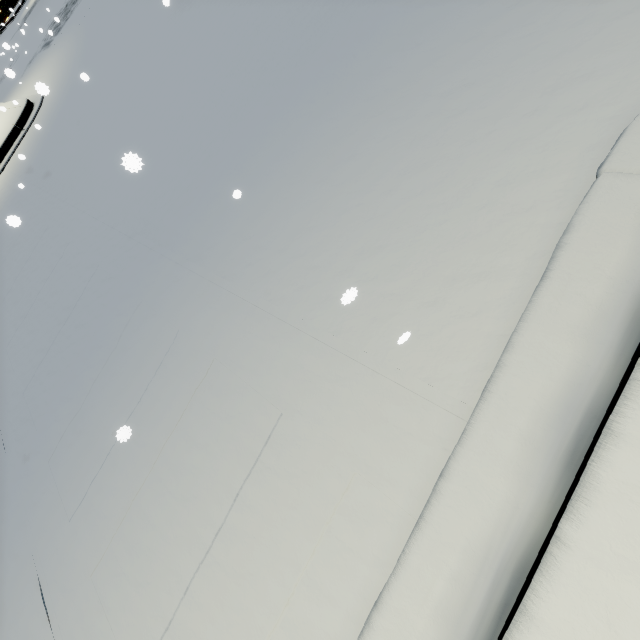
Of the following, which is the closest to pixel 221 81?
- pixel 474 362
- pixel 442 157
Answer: pixel 442 157
